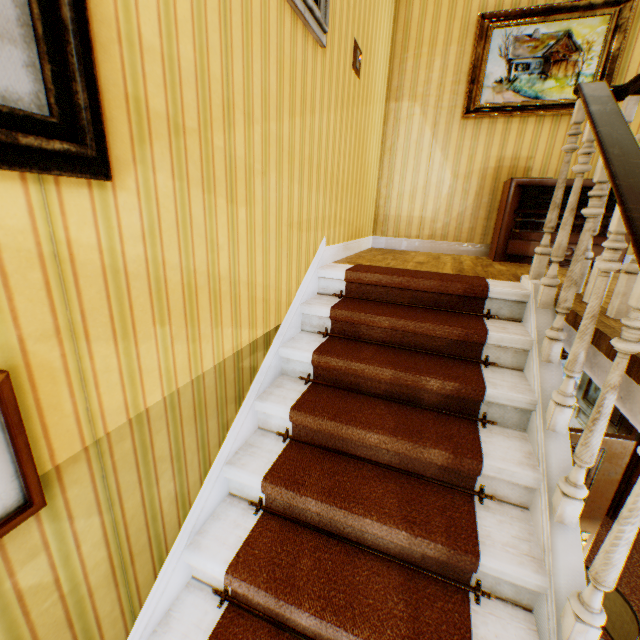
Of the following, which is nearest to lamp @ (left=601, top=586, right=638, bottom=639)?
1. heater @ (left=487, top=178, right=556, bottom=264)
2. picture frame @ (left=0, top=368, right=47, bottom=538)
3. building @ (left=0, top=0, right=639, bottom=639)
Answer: building @ (left=0, top=0, right=639, bottom=639)

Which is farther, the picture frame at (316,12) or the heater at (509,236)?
the heater at (509,236)

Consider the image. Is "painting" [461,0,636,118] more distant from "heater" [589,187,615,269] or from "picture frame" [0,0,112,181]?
"picture frame" [0,0,112,181]

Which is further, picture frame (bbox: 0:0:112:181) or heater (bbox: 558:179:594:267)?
heater (bbox: 558:179:594:267)

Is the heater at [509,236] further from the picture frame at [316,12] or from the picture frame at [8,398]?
the picture frame at [8,398]

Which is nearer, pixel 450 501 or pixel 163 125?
pixel 163 125

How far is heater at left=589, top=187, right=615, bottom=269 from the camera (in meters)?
3.28

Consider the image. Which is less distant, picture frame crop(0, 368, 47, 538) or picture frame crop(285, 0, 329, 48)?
picture frame crop(0, 368, 47, 538)
